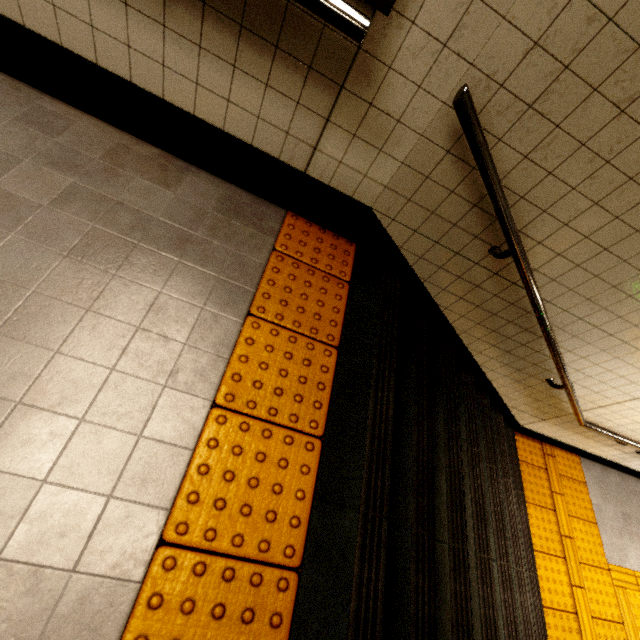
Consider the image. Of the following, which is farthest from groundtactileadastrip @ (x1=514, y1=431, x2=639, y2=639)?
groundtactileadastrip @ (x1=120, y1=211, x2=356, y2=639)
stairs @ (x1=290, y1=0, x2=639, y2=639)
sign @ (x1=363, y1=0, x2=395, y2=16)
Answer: sign @ (x1=363, y1=0, x2=395, y2=16)

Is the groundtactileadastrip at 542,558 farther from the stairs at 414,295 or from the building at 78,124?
the building at 78,124

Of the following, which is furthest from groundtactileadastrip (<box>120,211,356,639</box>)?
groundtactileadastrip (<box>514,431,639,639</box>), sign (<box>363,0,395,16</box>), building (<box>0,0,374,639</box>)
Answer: groundtactileadastrip (<box>514,431,639,639</box>)

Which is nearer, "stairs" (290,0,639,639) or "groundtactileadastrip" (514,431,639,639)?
"stairs" (290,0,639,639)

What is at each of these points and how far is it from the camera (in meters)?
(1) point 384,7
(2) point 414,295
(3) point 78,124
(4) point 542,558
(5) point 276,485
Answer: (1) sign, 1.09
(2) stairs, 2.42
(3) building, 1.67
(4) groundtactileadastrip, 3.41
(5) groundtactileadastrip, 1.23

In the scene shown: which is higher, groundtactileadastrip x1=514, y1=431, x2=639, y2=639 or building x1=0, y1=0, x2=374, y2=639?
building x1=0, y1=0, x2=374, y2=639

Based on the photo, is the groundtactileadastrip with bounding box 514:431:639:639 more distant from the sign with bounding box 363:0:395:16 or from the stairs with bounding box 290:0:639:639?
the sign with bounding box 363:0:395:16

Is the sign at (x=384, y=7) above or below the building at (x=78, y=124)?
above
